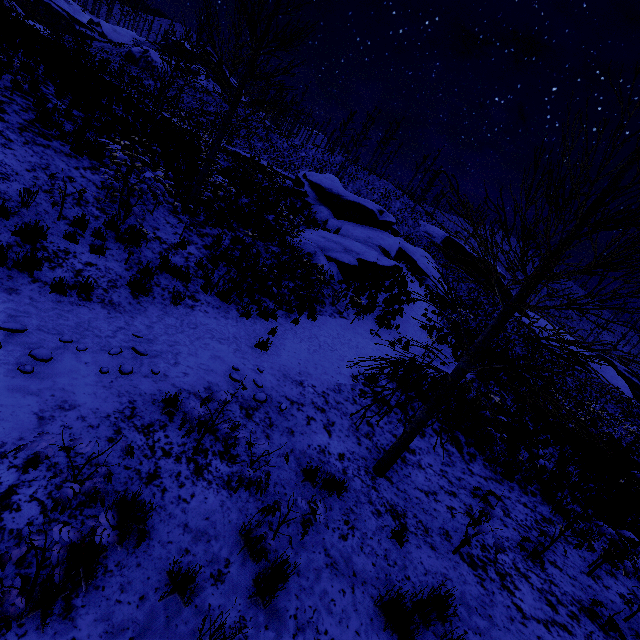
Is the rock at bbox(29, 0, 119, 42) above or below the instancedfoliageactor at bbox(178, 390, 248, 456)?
above

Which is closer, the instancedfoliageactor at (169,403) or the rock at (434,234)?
the instancedfoliageactor at (169,403)

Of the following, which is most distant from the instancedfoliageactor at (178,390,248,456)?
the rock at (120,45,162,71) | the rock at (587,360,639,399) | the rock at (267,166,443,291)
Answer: the rock at (120,45,162,71)

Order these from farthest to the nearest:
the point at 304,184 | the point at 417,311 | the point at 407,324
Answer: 1. the point at 304,184
2. the point at 417,311
3. the point at 407,324

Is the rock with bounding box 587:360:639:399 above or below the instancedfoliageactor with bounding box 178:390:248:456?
above

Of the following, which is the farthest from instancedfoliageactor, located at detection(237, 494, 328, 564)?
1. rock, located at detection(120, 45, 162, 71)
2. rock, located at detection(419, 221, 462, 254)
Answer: rock, located at detection(120, 45, 162, 71)

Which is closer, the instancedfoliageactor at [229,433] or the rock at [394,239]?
the instancedfoliageactor at [229,433]

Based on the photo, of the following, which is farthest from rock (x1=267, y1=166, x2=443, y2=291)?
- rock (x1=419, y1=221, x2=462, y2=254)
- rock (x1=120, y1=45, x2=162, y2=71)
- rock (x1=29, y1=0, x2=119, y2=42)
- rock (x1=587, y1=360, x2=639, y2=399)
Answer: rock (x1=29, y1=0, x2=119, y2=42)
